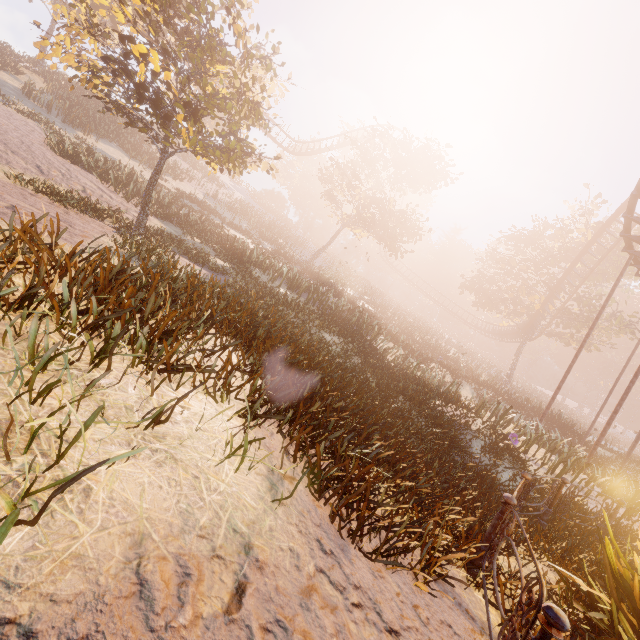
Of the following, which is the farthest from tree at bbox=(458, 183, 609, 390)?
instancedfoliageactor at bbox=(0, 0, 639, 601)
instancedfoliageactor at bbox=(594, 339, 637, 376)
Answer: instancedfoliageactor at bbox=(0, 0, 639, 601)

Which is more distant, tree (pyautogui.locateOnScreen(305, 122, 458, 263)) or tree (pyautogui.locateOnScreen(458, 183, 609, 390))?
tree (pyautogui.locateOnScreen(458, 183, 609, 390))

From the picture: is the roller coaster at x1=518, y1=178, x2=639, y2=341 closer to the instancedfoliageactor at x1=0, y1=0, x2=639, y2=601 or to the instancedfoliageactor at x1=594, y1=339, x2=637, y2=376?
the instancedfoliageactor at x1=0, y1=0, x2=639, y2=601

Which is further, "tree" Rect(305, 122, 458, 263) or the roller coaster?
"tree" Rect(305, 122, 458, 263)

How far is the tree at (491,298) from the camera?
29.9 meters

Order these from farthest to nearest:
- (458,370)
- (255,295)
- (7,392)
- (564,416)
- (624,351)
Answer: (624,351) < (564,416) < (458,370) < (255,295) < (7,392)

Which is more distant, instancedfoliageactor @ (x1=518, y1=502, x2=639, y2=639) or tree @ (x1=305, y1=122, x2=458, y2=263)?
tree @ (x1=305, y1=122, x2=458, y2=263)

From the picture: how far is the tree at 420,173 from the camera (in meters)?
26.77
